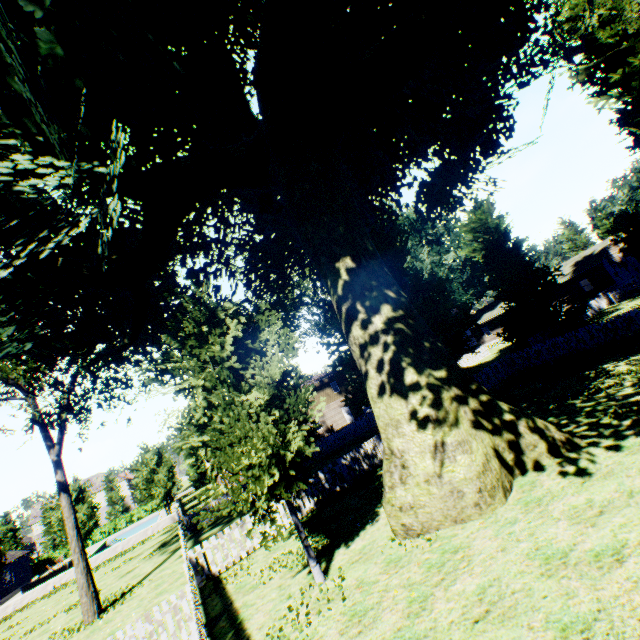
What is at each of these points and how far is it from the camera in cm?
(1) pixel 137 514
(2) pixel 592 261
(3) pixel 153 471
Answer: (1) hedge, 5478
(2) house, 3806
(3) tree, 3338

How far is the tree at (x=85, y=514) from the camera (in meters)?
29.44

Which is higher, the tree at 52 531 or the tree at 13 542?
the tree at 13 542

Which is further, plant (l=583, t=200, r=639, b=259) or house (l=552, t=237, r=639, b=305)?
house (l=552, t=237, r=639, b=305)

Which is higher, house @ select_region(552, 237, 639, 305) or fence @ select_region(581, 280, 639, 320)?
house @ select_region(552, 237, 639, 305)

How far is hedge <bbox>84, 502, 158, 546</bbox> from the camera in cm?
5179

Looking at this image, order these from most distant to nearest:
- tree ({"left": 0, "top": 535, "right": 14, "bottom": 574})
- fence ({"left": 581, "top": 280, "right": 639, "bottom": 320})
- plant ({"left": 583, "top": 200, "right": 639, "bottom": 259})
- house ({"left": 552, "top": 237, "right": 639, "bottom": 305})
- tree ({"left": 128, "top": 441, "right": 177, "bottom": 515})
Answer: house ({"left": 552, "top": 237, "right": 639, "bottom": 305}) < tree ({"left": 128, "top": 441, "right": 177, "bottom": 515}) < plant ({"left": 583, "top": 200, "right": 639, "bottom": 259}) < fence ({"left": 581, "top": 280, "right": 639, "bottom": 320}) < tree ({"left": 0, "top": 535, "right": 14, "bottom": 574})

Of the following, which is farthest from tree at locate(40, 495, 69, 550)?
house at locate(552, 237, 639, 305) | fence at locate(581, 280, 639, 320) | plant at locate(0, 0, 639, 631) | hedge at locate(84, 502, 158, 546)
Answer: house at locate(552, 237, 639, 305)
